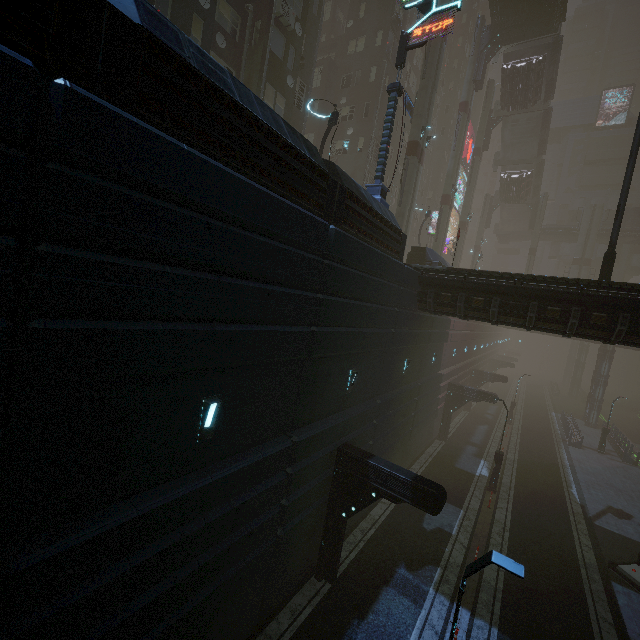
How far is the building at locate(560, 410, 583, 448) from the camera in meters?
30.3

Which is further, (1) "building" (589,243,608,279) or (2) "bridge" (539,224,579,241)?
(1) "building" (589,243,608,279)

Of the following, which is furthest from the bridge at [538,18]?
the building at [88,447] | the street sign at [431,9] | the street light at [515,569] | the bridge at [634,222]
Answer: the street light at [515,569]

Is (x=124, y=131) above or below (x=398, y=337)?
above

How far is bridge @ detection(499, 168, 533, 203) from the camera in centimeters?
4353cm

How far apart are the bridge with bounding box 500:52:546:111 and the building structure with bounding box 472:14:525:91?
3.58m

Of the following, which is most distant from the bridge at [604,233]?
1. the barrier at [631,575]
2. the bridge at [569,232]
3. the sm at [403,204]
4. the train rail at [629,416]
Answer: the barrier at [631,575]

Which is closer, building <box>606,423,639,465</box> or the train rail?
building <box>606,423,639,465</box>
